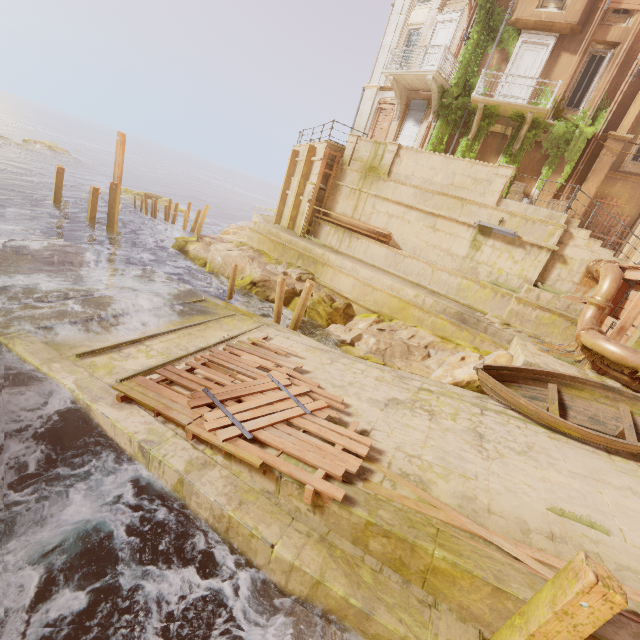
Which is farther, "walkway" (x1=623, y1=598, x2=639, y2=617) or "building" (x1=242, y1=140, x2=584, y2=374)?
"building" (x1=242, y1=140, x2=584, y2=374)

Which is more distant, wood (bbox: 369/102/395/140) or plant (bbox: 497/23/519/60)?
wood (bbox: 369/102/395/140)

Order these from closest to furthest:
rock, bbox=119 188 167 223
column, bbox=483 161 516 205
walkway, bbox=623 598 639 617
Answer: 1. walkway, bbox=623 598 639 617
2. column, bbox=483 161 516 205
3. rock, bbox=119 188 167 223

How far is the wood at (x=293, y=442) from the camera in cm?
501

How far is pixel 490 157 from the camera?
17.6m

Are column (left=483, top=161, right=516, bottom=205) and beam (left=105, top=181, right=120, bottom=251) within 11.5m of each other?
no

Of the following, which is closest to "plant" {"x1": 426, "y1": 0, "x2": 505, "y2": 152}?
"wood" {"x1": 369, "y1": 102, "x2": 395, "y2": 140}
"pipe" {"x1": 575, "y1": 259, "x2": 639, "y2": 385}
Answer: "wood" {"x1": 369, "y1": 102, "x2": 395, "y2": 140}

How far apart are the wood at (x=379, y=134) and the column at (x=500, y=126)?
5.6 meters
